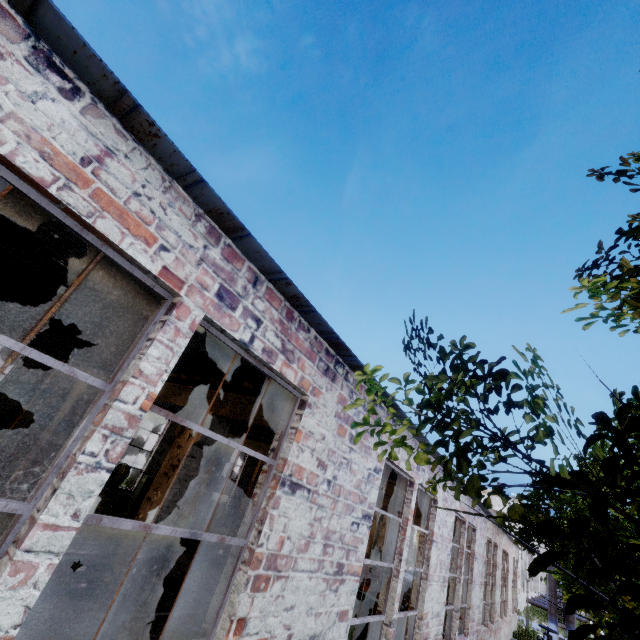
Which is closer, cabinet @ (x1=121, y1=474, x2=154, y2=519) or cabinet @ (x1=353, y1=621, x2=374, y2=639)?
cabinet @ (x1=353, y1=621, x2=374, y2=639)

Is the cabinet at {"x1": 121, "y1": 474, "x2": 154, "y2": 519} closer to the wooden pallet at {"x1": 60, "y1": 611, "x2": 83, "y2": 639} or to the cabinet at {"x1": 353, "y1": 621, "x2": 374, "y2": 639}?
the wooden pallet at {"x1": 60, "y1": 611, "x2": 83, "y2": 639}

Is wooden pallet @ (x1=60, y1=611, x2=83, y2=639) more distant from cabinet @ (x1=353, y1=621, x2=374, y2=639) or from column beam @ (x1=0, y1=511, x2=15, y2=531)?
cabinet @ (x1=353, y1=621, x2=374, y2=639)

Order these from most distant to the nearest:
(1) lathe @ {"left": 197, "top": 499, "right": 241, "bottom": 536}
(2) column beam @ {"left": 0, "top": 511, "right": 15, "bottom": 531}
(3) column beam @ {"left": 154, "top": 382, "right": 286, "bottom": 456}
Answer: (1) lathe @ {"left": 197, "top": 499, "right": 241, "bottom": 536}, (2) column beam @ {"left": 0, "top": 511, "right": 15, "bottom": 531}, (3) column beam @ {"left": 154, "top": 382, "right": 286, "bottom": 456}

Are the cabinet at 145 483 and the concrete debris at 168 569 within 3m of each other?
no

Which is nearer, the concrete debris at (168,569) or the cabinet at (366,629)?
the cabinet at (366,629)

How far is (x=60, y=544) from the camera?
1.89m

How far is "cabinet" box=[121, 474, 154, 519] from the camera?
13.3 meters
